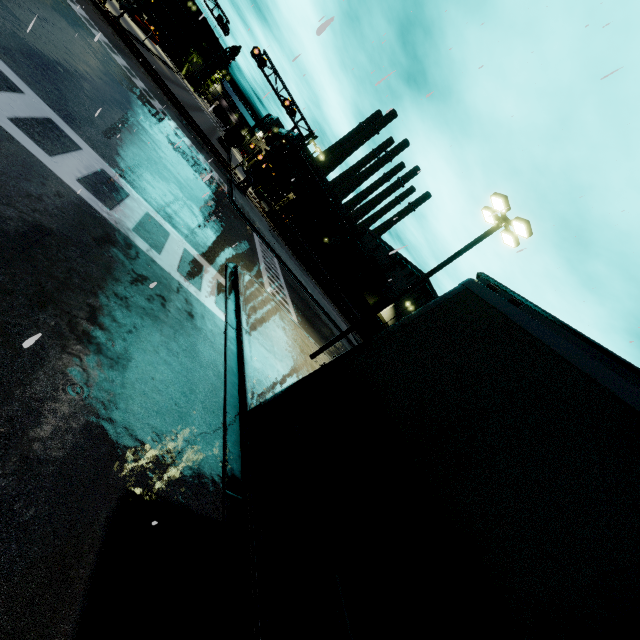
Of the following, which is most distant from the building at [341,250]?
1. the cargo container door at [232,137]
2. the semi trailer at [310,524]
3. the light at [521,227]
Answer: the cargo container door at [232,137]

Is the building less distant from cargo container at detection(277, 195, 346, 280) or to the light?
cargo container at detection(277, 195, 346, 280)

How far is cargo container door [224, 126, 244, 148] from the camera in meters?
48.4 m

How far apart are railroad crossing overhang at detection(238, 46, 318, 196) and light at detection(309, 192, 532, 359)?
22.1m

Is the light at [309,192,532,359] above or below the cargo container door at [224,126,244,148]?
above

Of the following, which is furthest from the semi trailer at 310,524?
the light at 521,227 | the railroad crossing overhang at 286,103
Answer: the railroad crossing overhang at 286,103

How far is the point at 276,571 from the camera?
2.17m

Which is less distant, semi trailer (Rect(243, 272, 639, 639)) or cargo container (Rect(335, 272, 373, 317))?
semi trailer (Rect(243, 272, 639, 639))
